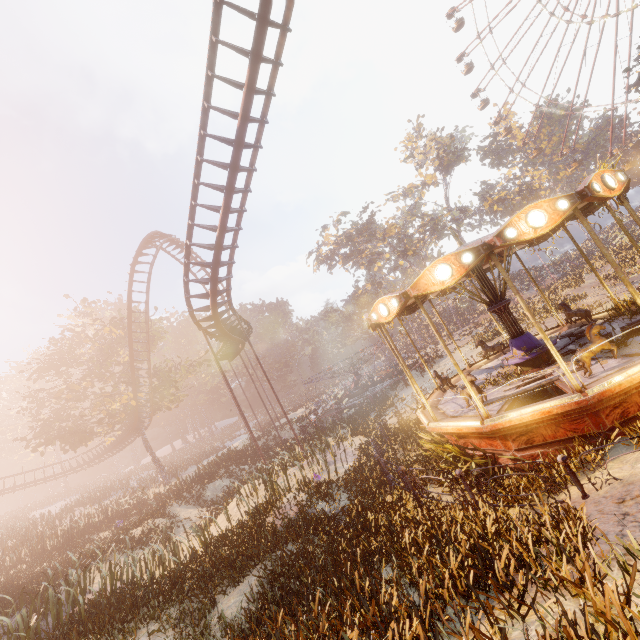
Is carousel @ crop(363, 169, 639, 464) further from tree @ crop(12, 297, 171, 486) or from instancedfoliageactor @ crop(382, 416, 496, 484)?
tree @ crop(12, 297, 171, 486)

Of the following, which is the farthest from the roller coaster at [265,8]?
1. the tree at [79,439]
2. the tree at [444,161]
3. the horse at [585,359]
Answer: the tree at [444,161]

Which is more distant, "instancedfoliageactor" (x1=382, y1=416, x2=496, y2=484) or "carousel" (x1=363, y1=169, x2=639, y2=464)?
"instancedfoliageactor" (x1=382, y1=416, x2=496, y2=484)

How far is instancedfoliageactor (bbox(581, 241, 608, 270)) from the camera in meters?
30.9

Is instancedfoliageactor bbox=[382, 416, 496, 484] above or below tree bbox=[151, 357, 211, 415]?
below

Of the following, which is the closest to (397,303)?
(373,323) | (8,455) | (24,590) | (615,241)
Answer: (373,323)

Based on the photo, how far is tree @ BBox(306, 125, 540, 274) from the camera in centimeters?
5028cm

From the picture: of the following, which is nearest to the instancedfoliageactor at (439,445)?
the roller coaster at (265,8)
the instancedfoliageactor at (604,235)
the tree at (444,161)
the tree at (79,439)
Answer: the roller coaster at (265,8)
